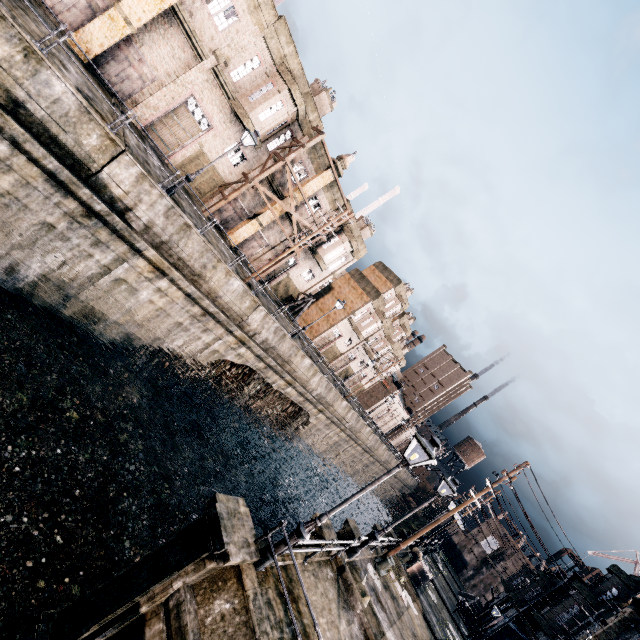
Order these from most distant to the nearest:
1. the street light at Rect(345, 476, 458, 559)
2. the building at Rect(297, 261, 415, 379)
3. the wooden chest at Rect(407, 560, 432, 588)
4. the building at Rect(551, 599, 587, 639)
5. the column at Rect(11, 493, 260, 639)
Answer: the building at Rect(297, 261, 415, 379) → the wooden chest at Rect(407, 560, 432, 588) → the building at Rect(551, 599, 587, 639) → the street light at Rect(345, 476, 458, 559) → the column at Rect(11, 493, 260, 639)

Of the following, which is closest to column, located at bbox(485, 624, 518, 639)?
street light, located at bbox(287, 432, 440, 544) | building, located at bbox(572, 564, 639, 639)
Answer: building, located at bbox(572, 564, 639, 639)

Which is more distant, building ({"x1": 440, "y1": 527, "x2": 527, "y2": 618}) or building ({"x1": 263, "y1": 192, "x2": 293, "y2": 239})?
building ({"x1": 440, "y1": 527, "x2": 527, "y2": 618})

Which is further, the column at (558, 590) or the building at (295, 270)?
the building at (295, 270)

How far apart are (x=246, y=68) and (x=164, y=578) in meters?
28.5 m

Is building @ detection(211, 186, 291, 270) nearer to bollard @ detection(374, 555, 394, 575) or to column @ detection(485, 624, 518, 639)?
bollard @ detection(374, 555, 394, 575)

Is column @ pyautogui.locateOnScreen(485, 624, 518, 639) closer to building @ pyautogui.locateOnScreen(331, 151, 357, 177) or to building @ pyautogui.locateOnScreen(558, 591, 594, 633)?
building @ pyautogui.locateOnScreen(558, 591, 594, 633)

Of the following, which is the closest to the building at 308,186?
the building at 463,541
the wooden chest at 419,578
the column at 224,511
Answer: the column at 224,511
